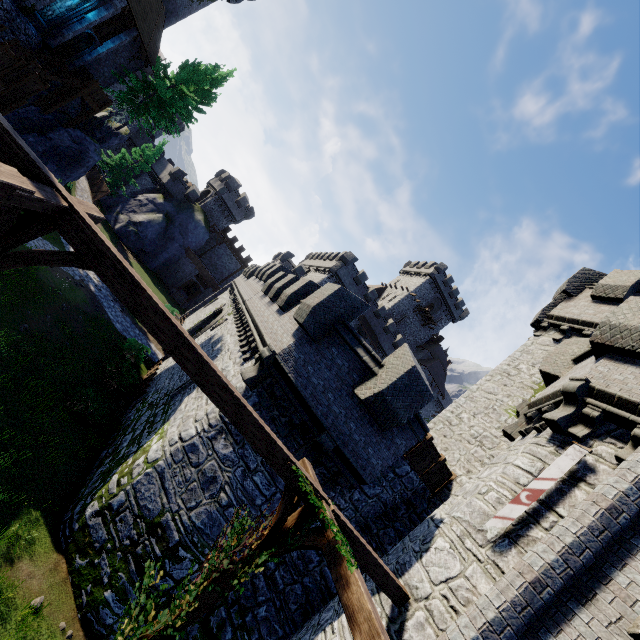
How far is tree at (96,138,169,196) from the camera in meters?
39.1 m

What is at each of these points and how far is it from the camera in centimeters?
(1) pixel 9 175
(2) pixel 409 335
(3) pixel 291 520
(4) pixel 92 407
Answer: (1) wooden beam, 282cm
(2) building, 5678cm
(3) wooden support, 578cm
(4) bush, 1381cm

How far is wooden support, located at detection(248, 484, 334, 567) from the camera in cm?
525

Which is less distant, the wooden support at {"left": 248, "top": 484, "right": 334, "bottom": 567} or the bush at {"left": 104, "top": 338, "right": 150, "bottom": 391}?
the wooden support at {"left": 248, "top": 484, "right": 334, "bottom": 567}

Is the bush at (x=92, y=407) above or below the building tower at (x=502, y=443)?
below

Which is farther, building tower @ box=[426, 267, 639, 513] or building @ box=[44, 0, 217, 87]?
building @ box=[44, 0, 217, 87]

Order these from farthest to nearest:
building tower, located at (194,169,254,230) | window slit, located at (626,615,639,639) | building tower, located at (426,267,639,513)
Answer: building tower, located at (194,169,254,230)
building tower, located at (426,267,639,513)
window slit, located at (626,615,639,639)

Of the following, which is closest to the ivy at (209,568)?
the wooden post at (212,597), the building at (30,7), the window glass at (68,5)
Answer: the wooden post at (212,597)
